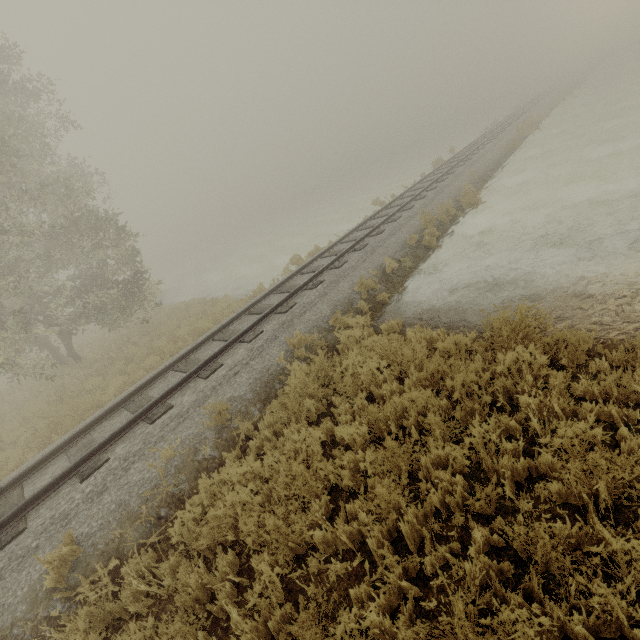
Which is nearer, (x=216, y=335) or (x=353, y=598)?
(x=353, y=598)
